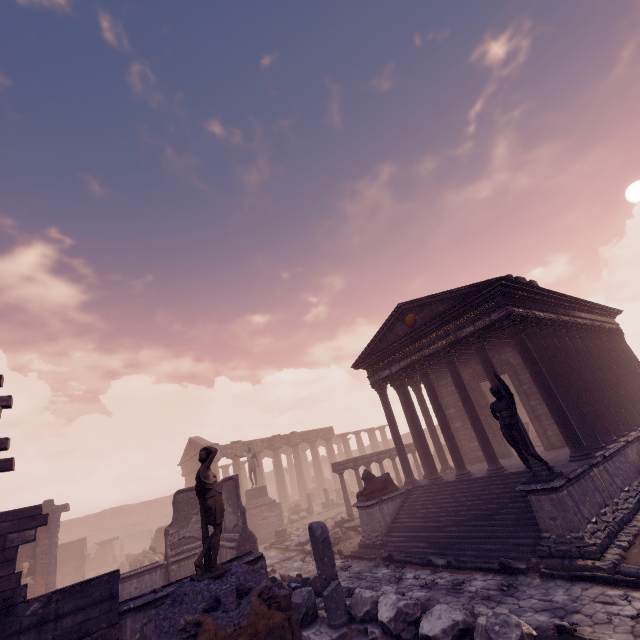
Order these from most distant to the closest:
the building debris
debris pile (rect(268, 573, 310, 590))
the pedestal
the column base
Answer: the pedestal, the column base, debris pile (rect(268, 573, 310, 590)), the building debris

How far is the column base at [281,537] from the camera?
18.1m

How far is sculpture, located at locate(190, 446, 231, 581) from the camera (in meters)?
5.77

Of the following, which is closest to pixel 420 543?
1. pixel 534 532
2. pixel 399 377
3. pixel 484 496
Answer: pixel 484 496

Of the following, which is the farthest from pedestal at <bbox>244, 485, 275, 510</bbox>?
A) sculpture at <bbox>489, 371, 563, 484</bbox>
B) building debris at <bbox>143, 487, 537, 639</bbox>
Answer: sculpture at <bbox>489, 371, 563, 484</bbox>

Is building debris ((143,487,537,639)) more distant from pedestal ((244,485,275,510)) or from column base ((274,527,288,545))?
pedestal ((244,485,275,510))

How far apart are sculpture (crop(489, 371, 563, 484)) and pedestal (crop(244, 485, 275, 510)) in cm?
1818

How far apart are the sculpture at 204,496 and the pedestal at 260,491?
17.1m
